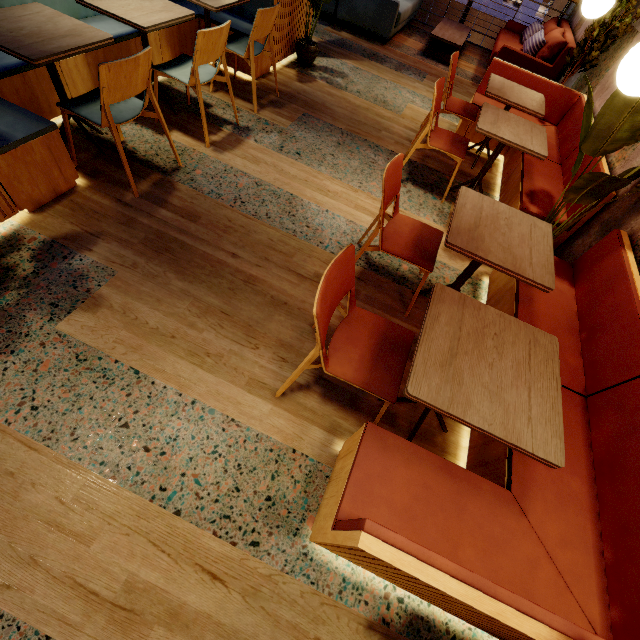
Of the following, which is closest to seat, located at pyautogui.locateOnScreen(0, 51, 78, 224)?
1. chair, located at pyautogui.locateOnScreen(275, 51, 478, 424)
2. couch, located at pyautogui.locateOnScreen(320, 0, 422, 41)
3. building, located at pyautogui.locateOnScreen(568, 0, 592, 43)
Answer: building, located at pyautogui.locateOnScreen(568, 0, 592, 43)

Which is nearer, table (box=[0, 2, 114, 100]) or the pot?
table (box=[0, 2, 114, 100])

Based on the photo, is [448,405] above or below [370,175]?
above

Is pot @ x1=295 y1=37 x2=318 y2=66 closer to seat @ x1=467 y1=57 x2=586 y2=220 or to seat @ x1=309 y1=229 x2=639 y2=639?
seat @ x1=467 y1=57 x2=586 y2=220

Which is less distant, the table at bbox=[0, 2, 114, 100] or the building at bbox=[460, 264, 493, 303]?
the table at bbox=[0, 2, 114, 100]

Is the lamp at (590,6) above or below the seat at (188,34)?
above

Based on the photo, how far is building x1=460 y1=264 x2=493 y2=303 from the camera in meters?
2.7 m

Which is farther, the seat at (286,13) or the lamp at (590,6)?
the seat at (286,13)
